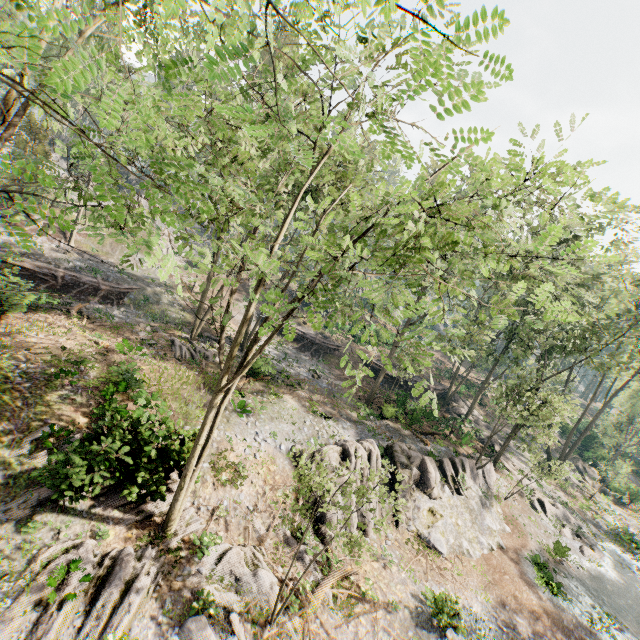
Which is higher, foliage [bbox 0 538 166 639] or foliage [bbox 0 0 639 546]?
foliage [bbox 0 0 639 546]

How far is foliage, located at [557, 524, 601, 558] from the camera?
24.4 meters

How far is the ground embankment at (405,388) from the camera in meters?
30.8

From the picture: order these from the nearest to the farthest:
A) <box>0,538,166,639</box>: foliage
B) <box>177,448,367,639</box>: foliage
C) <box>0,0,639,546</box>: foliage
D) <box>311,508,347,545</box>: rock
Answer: <box>0,0,639,546</box>: foliage
<box>0,538,166,639</box>: foliage
<box>177,448,367,639</box>: foliage
<box>311,508,347,545</box>: rock

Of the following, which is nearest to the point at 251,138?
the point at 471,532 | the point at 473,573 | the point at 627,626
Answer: the point at 473,573

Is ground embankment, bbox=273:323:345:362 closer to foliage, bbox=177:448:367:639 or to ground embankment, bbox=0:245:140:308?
ground embankment, bbox=0:245:140:308

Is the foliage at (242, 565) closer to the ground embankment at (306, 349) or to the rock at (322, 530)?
the rock at (322, 530)
